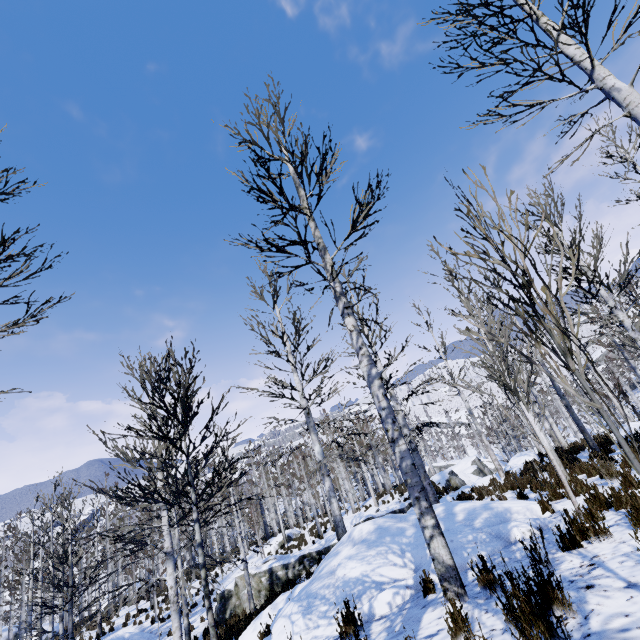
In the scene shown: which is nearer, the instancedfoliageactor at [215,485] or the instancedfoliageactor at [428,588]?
the instancedfoliageactor at [428,588]

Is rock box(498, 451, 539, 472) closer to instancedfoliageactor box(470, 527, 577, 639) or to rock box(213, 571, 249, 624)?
instancedfoliageactor box(470, 527, 577, 639)

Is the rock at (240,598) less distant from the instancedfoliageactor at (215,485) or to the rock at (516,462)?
the instancedfoliageactor at (215,485)

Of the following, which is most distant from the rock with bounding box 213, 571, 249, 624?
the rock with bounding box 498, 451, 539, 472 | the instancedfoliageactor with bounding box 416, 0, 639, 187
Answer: the rock with bounding box 498, 451, 539, 472

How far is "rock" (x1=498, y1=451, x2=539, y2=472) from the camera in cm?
1845

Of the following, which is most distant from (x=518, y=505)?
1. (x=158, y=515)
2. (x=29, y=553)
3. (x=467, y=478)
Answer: (x=29, y=553)

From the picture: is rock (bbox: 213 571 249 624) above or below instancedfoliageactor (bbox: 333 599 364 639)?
below
